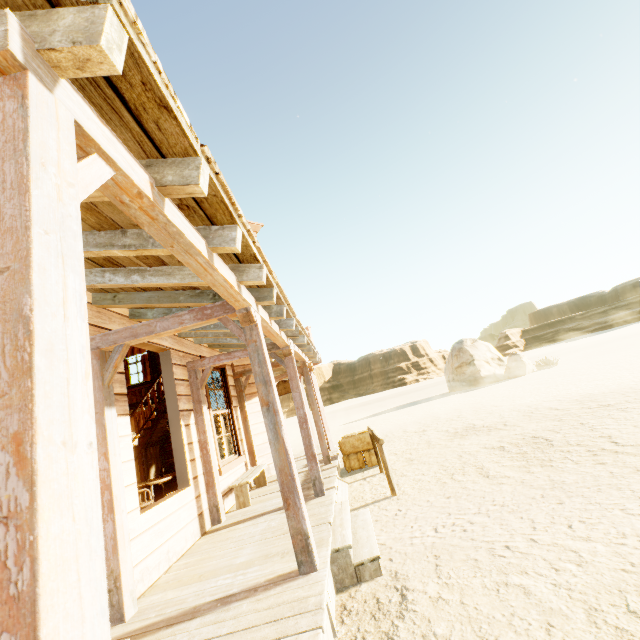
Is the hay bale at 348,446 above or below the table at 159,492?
below

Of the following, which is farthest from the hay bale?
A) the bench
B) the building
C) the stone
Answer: the stone

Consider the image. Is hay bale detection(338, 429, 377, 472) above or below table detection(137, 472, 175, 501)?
below

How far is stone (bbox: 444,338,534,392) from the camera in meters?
23.5 m

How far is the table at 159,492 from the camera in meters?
6.6 m

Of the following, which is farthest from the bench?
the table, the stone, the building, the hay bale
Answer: the stone

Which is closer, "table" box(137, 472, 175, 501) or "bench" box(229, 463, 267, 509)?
"bench" box(229, 463, 267, 509)

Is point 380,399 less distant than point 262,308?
No
